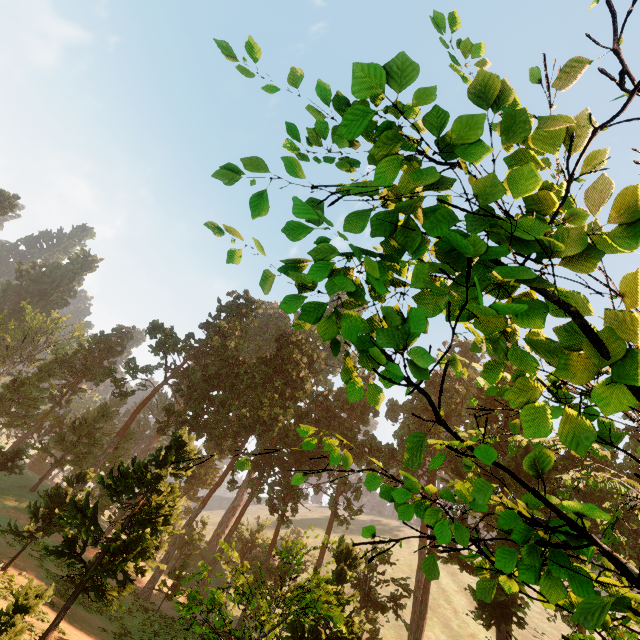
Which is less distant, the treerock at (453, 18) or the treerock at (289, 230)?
the treerock at (289, 230)

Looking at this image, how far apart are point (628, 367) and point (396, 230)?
2.1 meters

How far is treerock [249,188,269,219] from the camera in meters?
2.6 m

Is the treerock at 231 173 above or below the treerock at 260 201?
below

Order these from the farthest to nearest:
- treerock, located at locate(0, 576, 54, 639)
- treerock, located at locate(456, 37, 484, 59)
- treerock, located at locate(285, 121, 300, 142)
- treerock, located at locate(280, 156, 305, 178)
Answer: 1. treerock, located at locate(0, 576, 54, 639)
2. treerock, located at locate(456, 37, 484, 59)
3. treerock, located at locate(285, 121, 300, 142)
4. treerock, located at locate(280, 156, 305, 178)

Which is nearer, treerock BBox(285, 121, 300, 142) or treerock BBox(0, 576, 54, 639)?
treerock BBox(285, 121, 300, 142)
